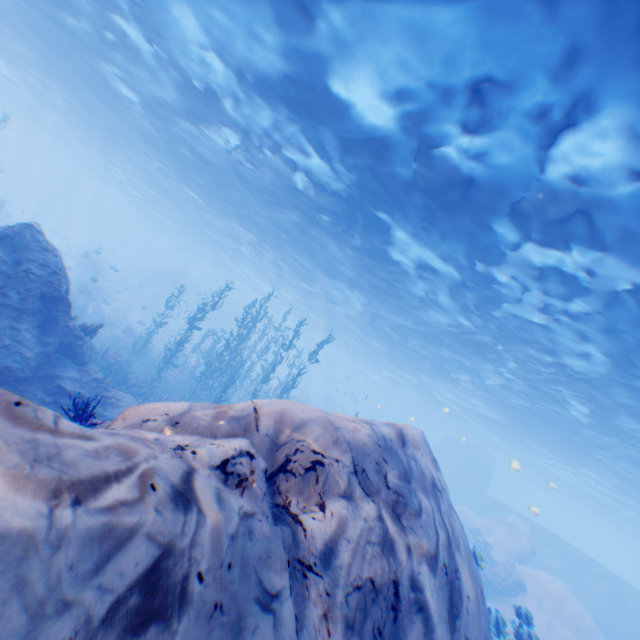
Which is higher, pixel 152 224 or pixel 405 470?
pixel 152 224

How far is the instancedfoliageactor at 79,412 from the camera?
4.09m

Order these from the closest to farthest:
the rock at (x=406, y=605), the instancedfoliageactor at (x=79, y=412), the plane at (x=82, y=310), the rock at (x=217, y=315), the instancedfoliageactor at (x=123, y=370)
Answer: the rock at (x=406, y=605), the instancedfoliageactor at (x=79, y=412), the instancedfoliageactor at (x=123, y=370), the plane at (x=82, y=310), the rock at (x=217, y=315)

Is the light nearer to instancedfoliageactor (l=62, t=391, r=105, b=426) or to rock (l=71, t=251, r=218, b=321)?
rock (l=71, t=251, r=218, b=321)

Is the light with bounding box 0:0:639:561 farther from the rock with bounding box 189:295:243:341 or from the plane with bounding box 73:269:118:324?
the plane with bounding box 73:269:118:324

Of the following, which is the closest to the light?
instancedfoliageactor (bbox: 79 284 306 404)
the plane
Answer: instancedfoliageactor (bbox: 79 284 306 404)

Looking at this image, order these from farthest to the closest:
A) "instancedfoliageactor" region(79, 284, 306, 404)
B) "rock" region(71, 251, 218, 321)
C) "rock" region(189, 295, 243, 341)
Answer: "rock" region(189, 295, 243, 341)
"rock" region(71, 251, 218, 321)
"instancedfoliageactor" region(79, 284, 306, 404)
